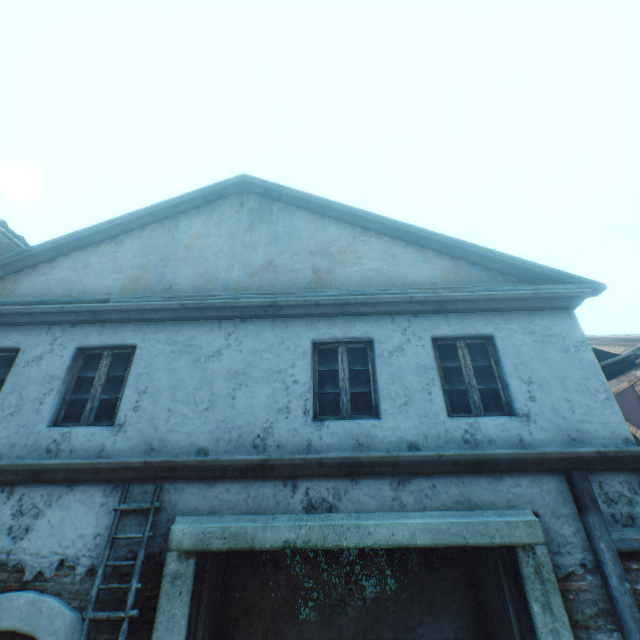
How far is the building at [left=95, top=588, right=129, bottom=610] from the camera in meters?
3.8

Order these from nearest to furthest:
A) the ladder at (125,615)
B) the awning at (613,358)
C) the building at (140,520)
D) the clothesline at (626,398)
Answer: the ladder at (125,615)
the building at (140,520)
the awning at (613,358)
the clothesline at (626,398)

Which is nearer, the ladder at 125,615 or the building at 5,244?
the ladder at 125,615

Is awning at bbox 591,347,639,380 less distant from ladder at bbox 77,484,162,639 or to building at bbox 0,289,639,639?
building at bbox 0,289,639,639

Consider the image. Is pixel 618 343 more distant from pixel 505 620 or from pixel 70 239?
pixel 70 239

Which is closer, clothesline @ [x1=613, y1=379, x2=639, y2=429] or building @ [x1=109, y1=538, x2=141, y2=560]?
building @ [x1=109, y1=538, x2=141, y2=560]
